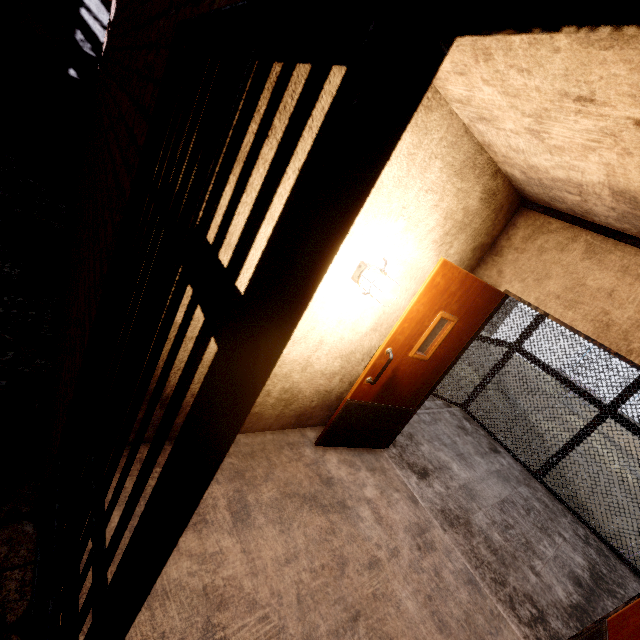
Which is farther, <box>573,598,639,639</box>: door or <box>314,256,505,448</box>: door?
<box>314,256,505,448</box>: door

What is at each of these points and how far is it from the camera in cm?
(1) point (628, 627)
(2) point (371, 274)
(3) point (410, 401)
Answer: (1) door, 204
(2) light fixture, 244
(3) door, 346

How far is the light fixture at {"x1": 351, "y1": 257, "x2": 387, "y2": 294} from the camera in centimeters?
233cm

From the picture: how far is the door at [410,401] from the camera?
2.7 meters

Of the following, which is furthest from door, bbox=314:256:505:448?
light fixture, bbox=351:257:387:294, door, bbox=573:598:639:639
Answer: door, bbox=573:598:639:639

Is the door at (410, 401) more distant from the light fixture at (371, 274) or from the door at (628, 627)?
the door at (628, 627)

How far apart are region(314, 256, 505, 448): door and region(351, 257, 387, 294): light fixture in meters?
0.3
